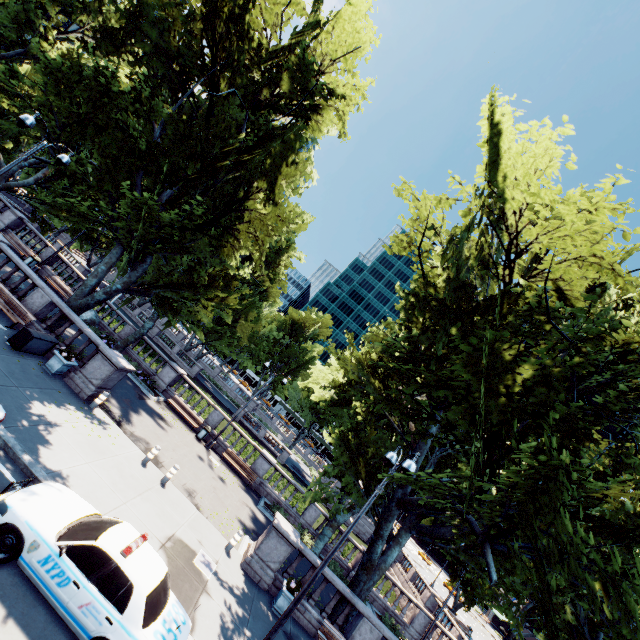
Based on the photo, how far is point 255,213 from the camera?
15.7m

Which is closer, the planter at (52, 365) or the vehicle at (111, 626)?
the vehicle at (111, 626)

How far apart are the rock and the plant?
21.8 meters

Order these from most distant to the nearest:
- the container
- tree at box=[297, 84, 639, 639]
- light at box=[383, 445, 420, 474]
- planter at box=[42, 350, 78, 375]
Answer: planter at box=[42, 350, 78, 375], the container, light at box=[383, 445, 420, 474], tree at box=[297, 84, 639, 639]

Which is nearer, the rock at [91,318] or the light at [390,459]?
the light at [390,459]

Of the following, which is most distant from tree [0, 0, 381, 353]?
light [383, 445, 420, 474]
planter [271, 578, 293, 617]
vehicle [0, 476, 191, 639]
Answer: vehicle [0, 476, 191, 639]

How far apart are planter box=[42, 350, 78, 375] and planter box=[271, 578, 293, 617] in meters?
13.0

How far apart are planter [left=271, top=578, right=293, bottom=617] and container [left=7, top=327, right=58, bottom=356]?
14.5 meters
